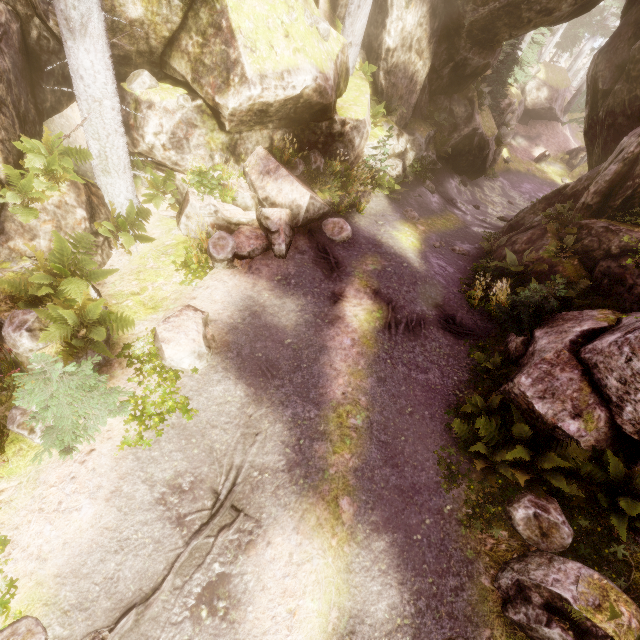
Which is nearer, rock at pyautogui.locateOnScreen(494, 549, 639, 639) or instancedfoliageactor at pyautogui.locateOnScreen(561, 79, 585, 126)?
rock at pyautogui.locateOnScreen(494, 549, 639, 639)

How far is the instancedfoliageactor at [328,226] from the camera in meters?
10.6 m

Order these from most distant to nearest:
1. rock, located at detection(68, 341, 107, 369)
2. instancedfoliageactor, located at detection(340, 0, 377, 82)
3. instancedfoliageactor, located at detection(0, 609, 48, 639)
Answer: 1. instancedfoliageactor, located at detection(340, 0, 377, 82)
2. rock, located at detection(68, 341, 107, 369)
3. instancedfoliageactor, located at detection(0, 609, 48, 639)

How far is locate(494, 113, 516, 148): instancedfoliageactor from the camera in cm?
2139

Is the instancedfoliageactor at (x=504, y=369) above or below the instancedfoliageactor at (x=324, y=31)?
below

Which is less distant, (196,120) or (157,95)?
(157,95)
